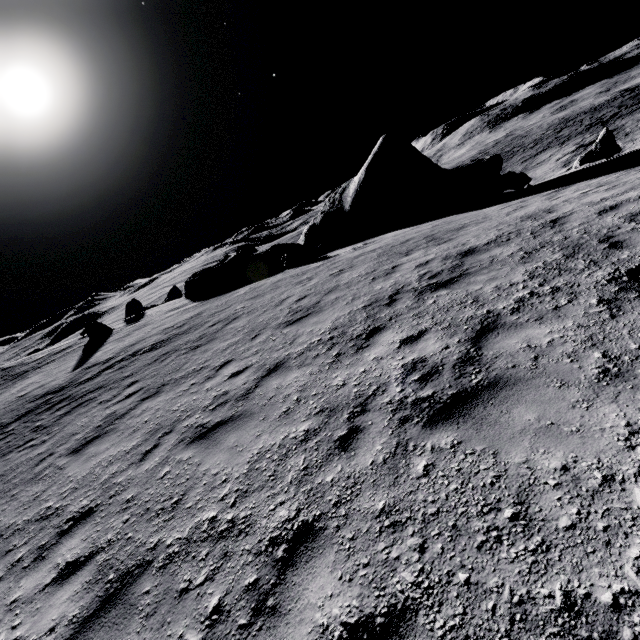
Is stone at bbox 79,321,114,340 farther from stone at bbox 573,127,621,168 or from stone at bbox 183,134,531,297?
stone at bbox 573,127,621,168

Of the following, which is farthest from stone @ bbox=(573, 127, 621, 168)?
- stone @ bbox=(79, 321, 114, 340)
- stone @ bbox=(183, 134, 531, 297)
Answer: stone @ bbox=(79, 321, 114, 340)

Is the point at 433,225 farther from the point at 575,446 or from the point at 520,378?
the point at 575,446

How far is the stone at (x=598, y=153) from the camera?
16.3m

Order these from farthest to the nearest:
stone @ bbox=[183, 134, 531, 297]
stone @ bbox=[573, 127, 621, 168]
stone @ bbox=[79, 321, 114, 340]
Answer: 1. stone @ bbox=[79, 321, 114, 340]
2. stone @ bbox=[183, 134, 531, 297]
3. stone @ bbox=[573, 127, 621, 168]

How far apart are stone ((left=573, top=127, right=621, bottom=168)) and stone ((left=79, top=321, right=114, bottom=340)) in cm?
3033

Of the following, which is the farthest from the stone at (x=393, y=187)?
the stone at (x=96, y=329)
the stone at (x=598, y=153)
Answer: the stone at (x=96, y=329)

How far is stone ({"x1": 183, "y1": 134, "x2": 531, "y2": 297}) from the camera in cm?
1941
